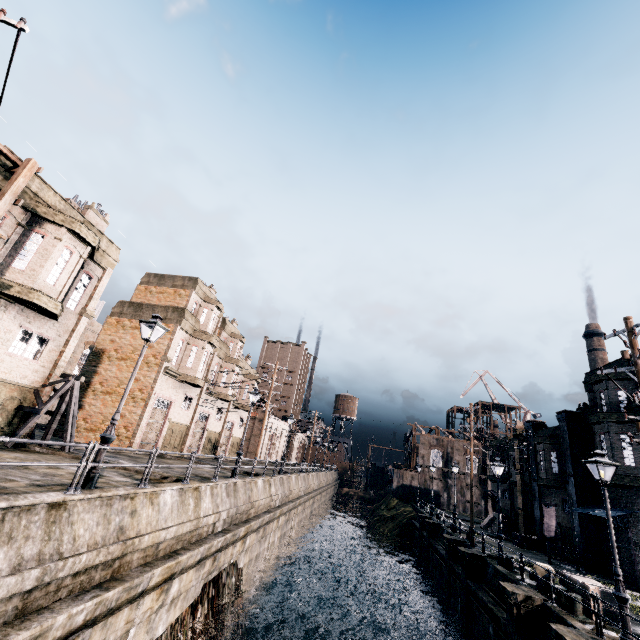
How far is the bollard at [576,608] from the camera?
12.95m

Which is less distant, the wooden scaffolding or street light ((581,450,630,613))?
street light ((581,450,630,613))

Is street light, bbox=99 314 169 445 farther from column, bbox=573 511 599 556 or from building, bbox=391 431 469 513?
column, bbox=573 511 599 556

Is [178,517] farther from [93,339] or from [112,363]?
[93,339]

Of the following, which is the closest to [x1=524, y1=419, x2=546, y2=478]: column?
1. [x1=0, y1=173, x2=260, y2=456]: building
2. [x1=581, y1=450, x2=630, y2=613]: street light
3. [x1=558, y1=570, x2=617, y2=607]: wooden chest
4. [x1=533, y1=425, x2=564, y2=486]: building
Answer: [x1=533, y1=425, x2=564, y2=486]: building

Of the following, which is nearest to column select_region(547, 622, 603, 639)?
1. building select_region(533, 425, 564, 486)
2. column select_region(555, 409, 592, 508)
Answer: column select_region(555, 409, 592, 508)

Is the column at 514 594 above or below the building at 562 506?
below
